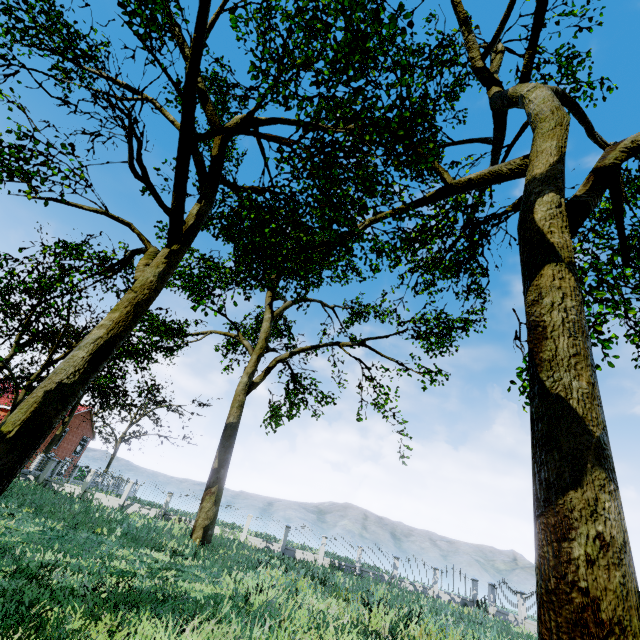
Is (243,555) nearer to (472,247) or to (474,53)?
(472,247)

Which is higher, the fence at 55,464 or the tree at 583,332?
the tree at 583,332

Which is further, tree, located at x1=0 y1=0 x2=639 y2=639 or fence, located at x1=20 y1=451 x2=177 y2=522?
fence, located at x1=20 y1=451 x2=177 y2=522

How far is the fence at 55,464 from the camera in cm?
2464

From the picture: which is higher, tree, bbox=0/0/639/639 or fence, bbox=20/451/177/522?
tree, bbox=0/0/639/639

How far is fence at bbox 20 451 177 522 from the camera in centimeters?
2464cm
